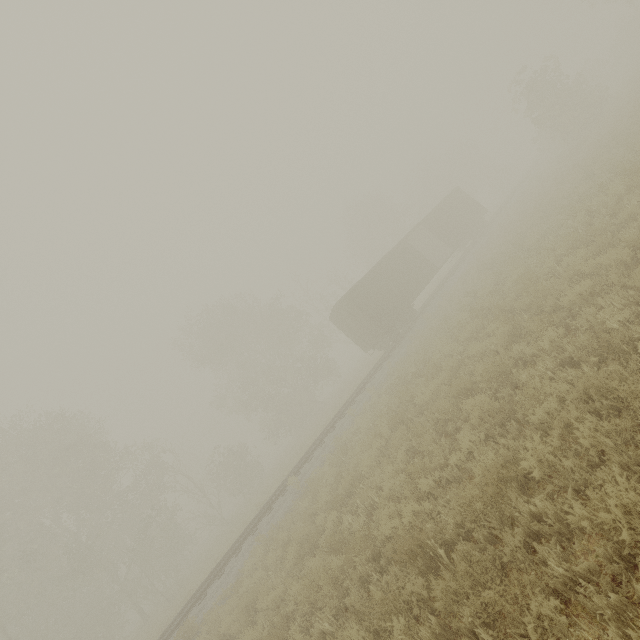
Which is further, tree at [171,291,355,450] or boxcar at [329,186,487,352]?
tree at [171,291,355,450]

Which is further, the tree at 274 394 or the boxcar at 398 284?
the tree at 274 394

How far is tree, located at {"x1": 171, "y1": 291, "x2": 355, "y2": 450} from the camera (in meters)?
33.66

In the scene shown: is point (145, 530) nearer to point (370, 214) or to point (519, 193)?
point (370, 214)

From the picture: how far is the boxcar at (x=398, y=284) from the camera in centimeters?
2105cm

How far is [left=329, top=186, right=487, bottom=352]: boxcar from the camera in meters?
21.0
